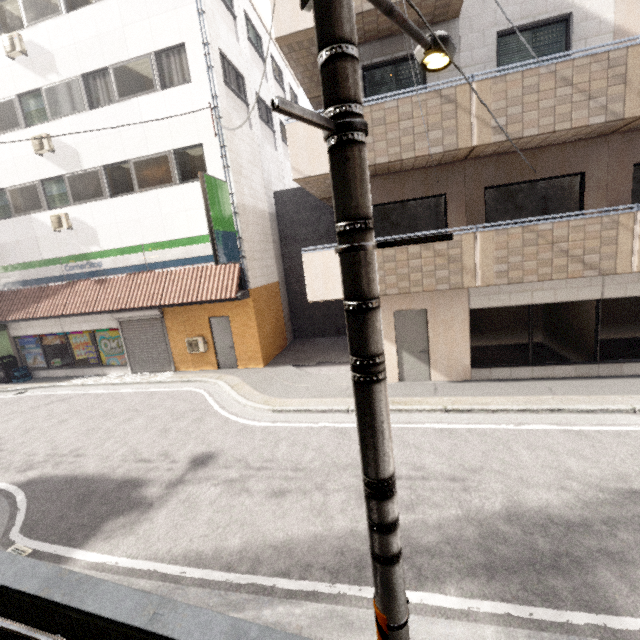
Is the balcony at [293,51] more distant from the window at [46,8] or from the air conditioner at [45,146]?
the air conditioner at [45,146]

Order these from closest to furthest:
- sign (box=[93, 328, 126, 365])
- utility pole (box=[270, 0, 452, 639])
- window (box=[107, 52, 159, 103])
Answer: utility pole (box=[270, 0, 452, 639]) < window (box=[107, 52, 159, 103]) < sign (box=[93, 328, 126, 365])

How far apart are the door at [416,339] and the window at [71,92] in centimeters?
1285cm

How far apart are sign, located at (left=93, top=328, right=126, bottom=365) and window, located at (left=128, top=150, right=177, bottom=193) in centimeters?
533cm

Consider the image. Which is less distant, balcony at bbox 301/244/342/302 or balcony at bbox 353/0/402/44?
balcony at bbox 353/0/402/44

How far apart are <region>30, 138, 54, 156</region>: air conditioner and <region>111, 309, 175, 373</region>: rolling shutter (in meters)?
6.18

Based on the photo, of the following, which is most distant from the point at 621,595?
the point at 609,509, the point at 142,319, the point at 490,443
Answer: the point at 142,319

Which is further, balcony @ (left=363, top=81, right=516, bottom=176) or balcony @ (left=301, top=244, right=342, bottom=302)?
balcony @ (left=301, top=244, right=342, bottom=302)
